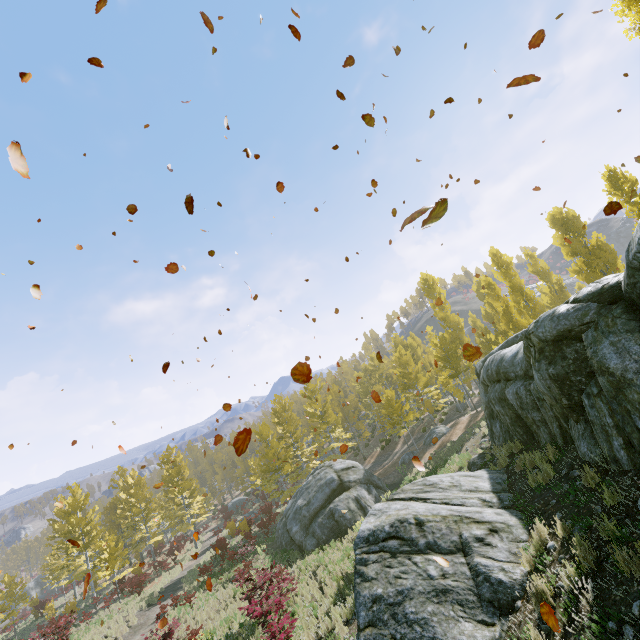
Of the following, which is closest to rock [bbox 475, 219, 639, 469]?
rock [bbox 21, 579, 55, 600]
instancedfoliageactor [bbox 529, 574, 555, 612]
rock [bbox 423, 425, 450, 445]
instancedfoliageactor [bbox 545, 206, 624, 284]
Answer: instancedfoliageactor [bbox 529, 574, 555, 612]

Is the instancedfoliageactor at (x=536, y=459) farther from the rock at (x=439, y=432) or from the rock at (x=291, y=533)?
the rock at (x=439, y=432)

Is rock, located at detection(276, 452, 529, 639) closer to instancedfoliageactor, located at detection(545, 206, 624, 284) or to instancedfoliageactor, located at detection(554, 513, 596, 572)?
instancedfoliageactor, located at detection(554, 513, 596, 572)

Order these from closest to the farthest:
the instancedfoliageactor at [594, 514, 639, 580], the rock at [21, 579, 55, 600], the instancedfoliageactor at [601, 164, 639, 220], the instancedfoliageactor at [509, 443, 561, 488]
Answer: the instancedfoliageactor at [594, 514, 639, 580] → the instancedfoliageactor at [509, 443, 561, 488] → the instancedfoliageactor at [601, 164, 639, 220] → the rock at [21, 579, 55, 600]

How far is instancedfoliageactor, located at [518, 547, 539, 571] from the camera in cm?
557

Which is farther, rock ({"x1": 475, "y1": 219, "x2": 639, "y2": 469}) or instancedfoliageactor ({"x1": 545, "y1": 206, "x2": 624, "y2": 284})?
instancedfoliageactor ({"x1": 545, "y1": 206, "x2": 624, "y2": 284})

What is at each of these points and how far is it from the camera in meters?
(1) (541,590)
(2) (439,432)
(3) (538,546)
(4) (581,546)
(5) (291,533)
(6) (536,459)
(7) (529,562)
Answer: (1) instancedfoliageactor, 4.8 m
(2) rock, 26.9 m
(3) instancedfoliageactor, 5.8 m
(4) instancedfoliageactor, 4.9 m
(5) rock, 20.3 m
(6) instancedfoliageactor, 8.5 m
(7) instancedfoliageactor, 5.7 m
